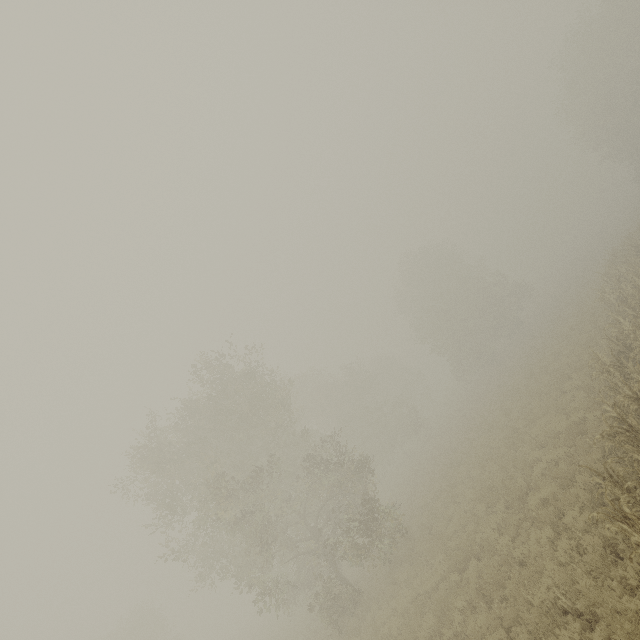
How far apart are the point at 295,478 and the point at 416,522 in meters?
8.0

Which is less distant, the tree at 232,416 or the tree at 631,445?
the tree at 631,445

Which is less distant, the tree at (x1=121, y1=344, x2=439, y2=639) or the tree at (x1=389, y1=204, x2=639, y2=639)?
the tree at (x1=389, y1=204, x2=639, y2=639)
